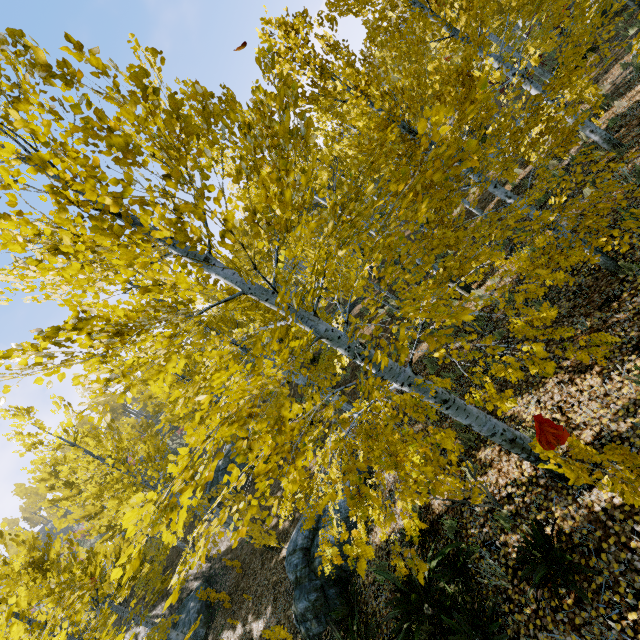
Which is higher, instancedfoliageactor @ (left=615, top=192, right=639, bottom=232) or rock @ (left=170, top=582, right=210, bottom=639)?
rock @ (left=170, top=582, right=210, bottom=639)

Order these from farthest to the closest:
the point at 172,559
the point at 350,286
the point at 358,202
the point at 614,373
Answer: the point at 358,202, the point at 172,559, the point at 350,286, the point at 614,373

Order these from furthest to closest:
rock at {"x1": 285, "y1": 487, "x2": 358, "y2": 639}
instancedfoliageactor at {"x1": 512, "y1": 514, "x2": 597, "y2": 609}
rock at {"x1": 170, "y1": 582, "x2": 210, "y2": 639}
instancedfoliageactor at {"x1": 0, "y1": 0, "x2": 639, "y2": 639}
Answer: rock at {"x1": 170, "y1": 582, "x2": 210, "y2": 639}, rock at {"x1": 285, "y1": 487, "x2": 358, "y2": 639}, instancedfoliageactor at {"x1": 512, "y1": 514, "x2": 597, "y2": 609}, instancedfoliageactor at {"x1": 0, "y1": 0, "x2": 639, "y2": 639}

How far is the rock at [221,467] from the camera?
20.8m

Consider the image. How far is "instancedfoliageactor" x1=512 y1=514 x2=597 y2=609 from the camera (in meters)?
3.30

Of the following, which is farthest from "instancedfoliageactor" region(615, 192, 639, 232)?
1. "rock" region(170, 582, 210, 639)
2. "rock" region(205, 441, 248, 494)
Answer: "rock" region(170, 582, 210, 639)

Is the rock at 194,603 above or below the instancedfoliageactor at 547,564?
above

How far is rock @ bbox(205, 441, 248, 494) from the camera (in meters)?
20.78
